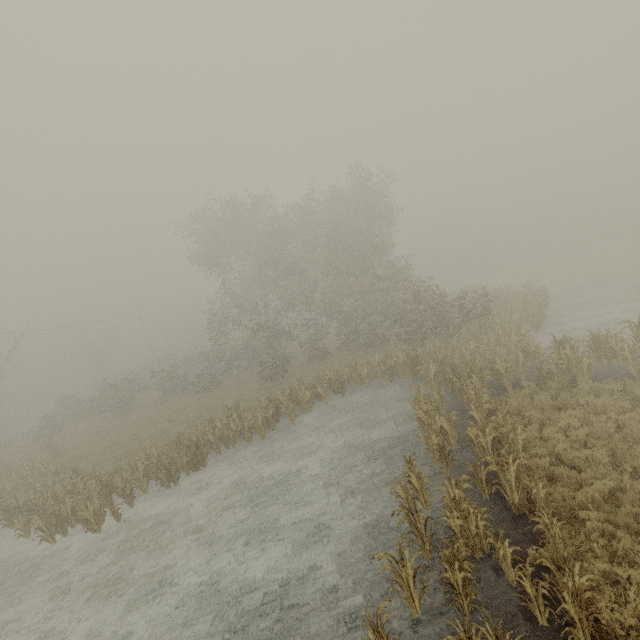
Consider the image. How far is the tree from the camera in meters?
6.6

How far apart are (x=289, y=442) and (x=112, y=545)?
8.0m

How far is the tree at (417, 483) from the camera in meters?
6.6
